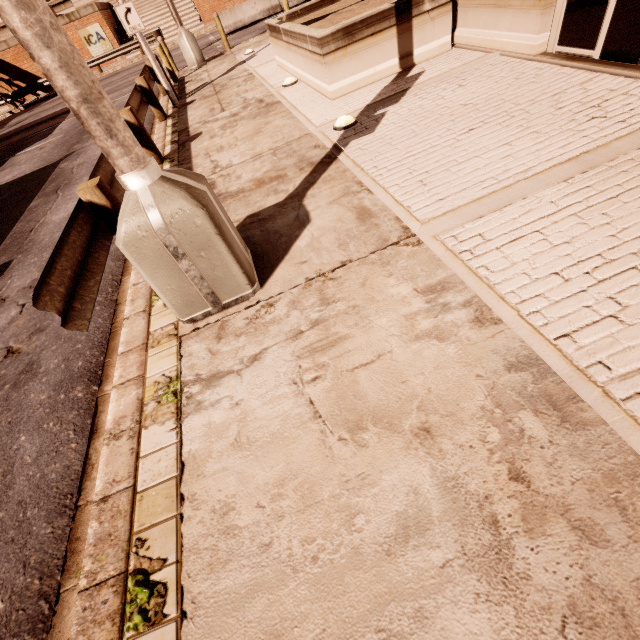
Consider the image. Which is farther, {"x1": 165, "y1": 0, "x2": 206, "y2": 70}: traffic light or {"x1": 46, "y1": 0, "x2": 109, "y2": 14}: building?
{"x1": 46, "y1": 0, "x2": 109, "y2": 14}: building

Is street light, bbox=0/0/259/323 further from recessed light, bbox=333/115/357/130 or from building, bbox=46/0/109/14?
building, bbox=46/0/109/14

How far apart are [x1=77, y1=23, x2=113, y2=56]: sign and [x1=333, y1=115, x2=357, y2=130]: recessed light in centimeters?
3246cm

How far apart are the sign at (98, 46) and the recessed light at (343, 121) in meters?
32.5

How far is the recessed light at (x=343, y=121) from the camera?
5.08m

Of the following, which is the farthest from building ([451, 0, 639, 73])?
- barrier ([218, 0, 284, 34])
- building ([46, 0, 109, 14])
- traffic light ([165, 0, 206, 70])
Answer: building ([46, 0, 109, 14])

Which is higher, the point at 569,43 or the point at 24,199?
the point at 569,43

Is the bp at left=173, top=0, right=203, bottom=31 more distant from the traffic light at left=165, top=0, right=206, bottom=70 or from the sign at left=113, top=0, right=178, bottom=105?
the sign at left=113, top=0, right=178, bottom=105
